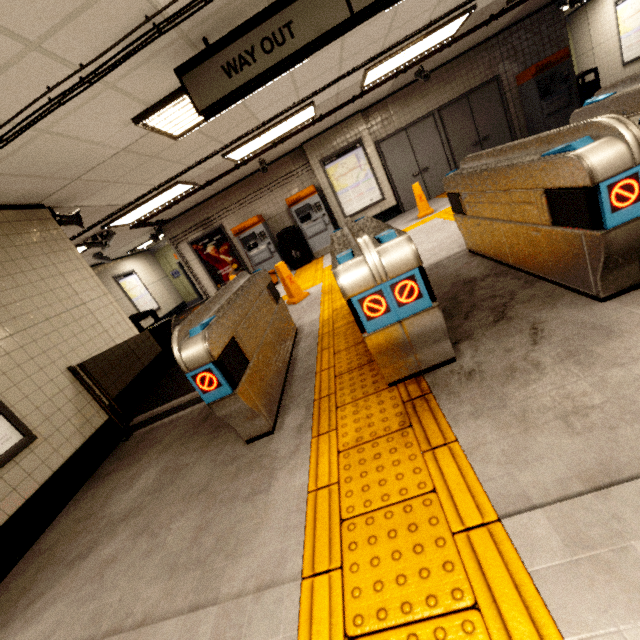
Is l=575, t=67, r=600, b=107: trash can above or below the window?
below

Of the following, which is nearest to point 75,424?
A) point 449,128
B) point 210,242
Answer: point 210,242

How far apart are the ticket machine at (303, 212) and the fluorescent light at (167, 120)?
4.78m

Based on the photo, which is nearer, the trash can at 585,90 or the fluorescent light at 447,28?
the fluorescent light at 447,28

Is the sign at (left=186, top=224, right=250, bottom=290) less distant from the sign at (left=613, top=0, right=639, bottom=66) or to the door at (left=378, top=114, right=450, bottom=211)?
the door at (left=378, top=114, right=450, bottom=211)

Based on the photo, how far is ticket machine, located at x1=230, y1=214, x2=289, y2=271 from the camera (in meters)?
9.23

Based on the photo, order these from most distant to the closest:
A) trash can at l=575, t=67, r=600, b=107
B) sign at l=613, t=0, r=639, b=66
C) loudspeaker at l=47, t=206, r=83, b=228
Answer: sign at l=613, t=0, r=639, b=66, trash can at l=575, t=67, r=600, b=107, loudspeaker at l=47, t=206, r=83, b=228

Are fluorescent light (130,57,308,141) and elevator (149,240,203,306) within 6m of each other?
no
